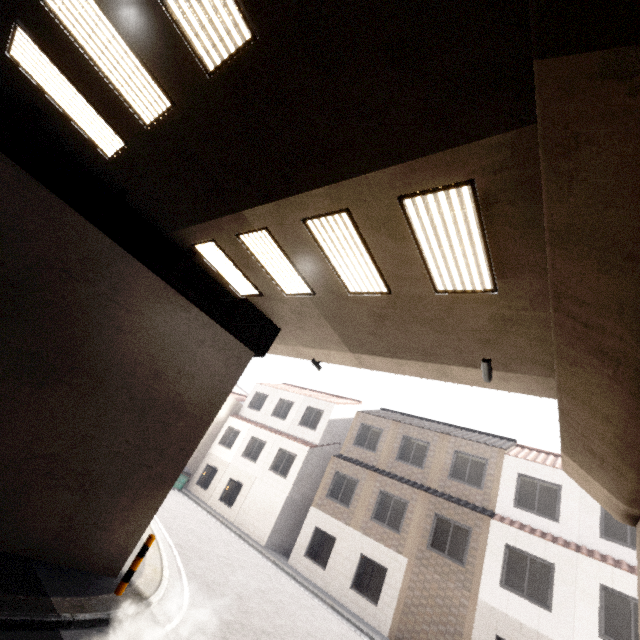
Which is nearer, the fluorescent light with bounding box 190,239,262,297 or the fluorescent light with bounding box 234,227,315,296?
the fluorescent light with bounding box 234,227,315,296

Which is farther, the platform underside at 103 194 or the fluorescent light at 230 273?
the fluorescent light at 230 273

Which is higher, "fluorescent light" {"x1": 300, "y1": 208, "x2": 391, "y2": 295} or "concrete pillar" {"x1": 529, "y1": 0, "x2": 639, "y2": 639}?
"fluorescent light" {"x1": 300, "y1": 208, "x2": 391, "y2": 295}

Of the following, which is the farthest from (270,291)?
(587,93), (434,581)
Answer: (434,581)

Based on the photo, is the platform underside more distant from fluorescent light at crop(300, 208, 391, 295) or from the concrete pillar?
the concrete pillar

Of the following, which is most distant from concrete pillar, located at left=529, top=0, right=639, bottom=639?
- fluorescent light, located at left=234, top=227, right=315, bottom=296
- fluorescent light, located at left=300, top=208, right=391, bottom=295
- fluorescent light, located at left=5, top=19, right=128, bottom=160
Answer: fluorescent light, located at left=5, top=19, right=128, bottom=160

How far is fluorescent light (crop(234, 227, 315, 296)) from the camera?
6.6m

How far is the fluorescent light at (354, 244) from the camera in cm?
536
